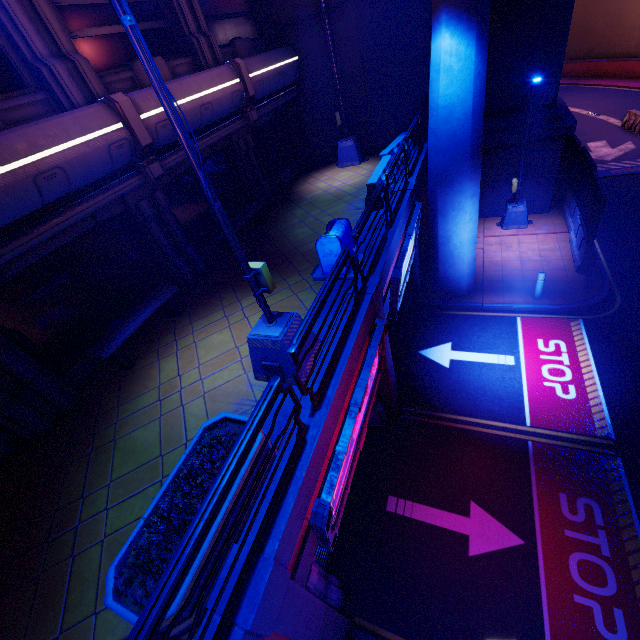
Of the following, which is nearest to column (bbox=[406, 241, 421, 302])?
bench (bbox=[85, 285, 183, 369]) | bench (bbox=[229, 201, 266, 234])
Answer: bench (bbox=[229, 201, 266, 234])

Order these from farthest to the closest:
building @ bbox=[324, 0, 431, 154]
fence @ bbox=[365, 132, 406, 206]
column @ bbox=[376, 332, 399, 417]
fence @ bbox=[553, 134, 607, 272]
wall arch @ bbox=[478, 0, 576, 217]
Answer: building @ bbox=[324, 0, 431, 154] < wall arch @ bbox=[478, 0, 576, 217] < fence @ bbox=[553, 134, 607, 272] < fence @ bbox=[365, 132, 406, 206] < column @ bbox=[376, 332, 399, 417]

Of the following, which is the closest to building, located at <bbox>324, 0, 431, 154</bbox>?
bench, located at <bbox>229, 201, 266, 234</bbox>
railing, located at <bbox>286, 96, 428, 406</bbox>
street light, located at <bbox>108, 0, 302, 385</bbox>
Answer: bench, located at <bbox>229, 201, 266, 234</bbox>

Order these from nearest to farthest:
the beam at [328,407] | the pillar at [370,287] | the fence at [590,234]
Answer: the beam at [328,407], the pillar at [370,287], the fence at [590,234]

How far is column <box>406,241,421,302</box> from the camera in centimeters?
1173cm

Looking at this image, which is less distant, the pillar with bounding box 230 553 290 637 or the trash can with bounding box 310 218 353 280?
the pillar with bounding box 230 553 290 637

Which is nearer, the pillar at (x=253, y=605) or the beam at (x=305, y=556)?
the pillar at (x=253, y=605)

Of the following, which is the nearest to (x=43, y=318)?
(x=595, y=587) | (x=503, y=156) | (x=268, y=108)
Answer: (x=268, y=108)
